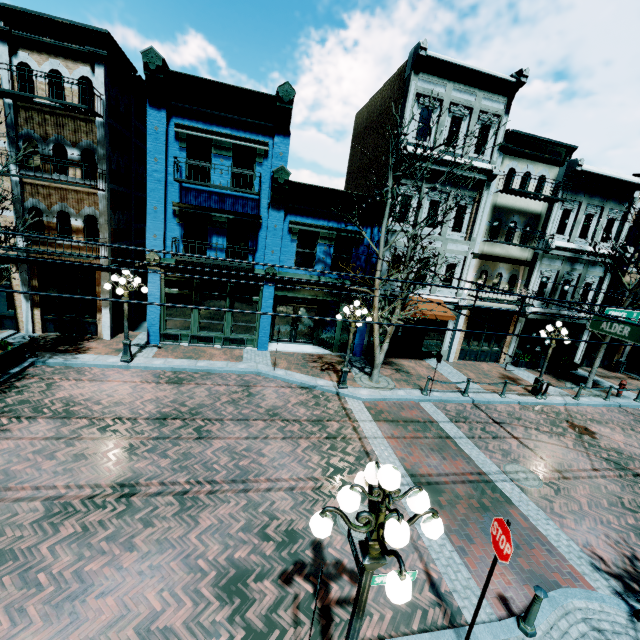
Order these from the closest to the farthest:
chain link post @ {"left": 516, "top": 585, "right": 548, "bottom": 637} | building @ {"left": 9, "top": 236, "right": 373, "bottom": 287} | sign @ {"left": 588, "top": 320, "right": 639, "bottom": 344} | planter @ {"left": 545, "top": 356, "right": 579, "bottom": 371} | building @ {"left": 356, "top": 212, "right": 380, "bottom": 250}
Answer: chain link post @ {"left": 516, "top": 585, "right": 548, "bottom": 637}, sign @ {"left": 588, "top": 320, "right": 639, "bottom": 344}, building @ {"left": 9, "top": 236, "right": 373, "bottom": 287}, building @ {"left": 356, "top": 212, "right": 380, "bottom": 250}, planter @ {"left": 545, "top": 356, "right": 579, "bottom": 371}

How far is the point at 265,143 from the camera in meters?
13.6

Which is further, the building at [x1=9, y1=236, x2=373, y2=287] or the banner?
the banner

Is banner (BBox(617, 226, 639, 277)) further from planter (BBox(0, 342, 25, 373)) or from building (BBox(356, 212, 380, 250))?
planter (BBox(0, 342, 25, 373))

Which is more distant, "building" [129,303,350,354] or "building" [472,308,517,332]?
"building" [472,308,517,332]

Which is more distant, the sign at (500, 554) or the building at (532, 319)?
the building at (532, 319)

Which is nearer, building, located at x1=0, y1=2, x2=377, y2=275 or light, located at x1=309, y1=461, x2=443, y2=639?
light, located at x1=309, y1=461, x2=443, y2=639

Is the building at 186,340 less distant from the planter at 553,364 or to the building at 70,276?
the planter at 553,364
